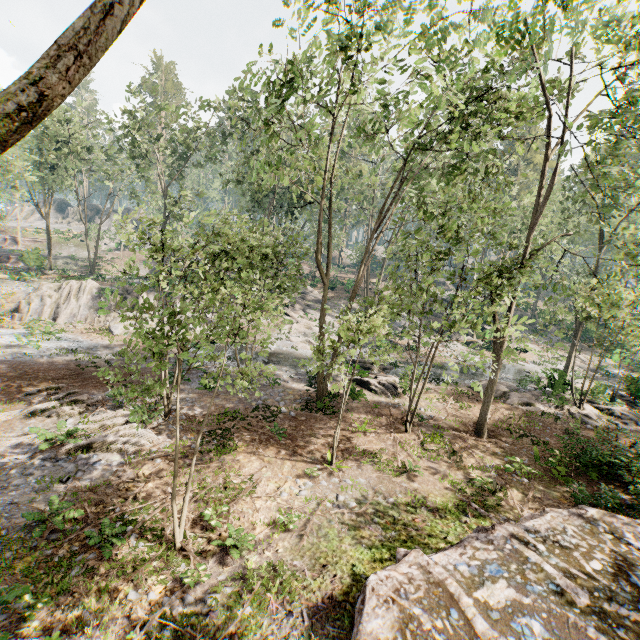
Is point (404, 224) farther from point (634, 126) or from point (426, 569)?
point (426, 569)

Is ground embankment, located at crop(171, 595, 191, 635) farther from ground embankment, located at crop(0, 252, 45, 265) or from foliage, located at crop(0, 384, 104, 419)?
ground embankment, located at crop(0, 252, 45, 265)

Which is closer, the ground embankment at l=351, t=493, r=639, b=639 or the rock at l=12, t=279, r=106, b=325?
the ground embankment at l=351, t=493, r=639, b=639

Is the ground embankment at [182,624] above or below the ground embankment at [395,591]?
below

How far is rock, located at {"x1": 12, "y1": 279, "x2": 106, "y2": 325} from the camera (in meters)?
26.62

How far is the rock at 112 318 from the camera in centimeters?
2695cm

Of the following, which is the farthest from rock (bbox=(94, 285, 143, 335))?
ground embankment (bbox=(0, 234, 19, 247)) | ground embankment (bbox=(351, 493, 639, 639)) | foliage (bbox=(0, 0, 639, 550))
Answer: ground embankment (bbox=(0, 234, 19, 247))

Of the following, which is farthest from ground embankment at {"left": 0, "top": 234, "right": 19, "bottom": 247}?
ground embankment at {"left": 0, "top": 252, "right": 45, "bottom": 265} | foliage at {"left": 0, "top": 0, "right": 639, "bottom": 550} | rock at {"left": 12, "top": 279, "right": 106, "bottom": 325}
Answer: rock at {"left": 12, "top": 279, "right": 106, "bottom": 325}
